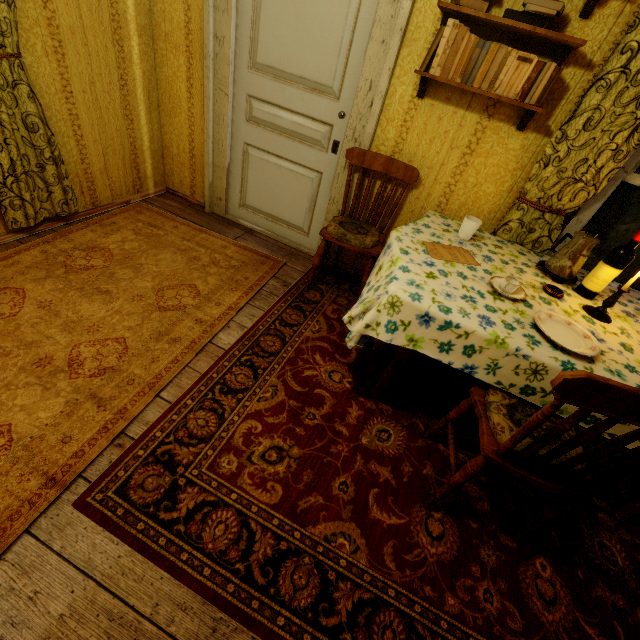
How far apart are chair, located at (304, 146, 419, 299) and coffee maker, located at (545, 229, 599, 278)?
1.0 meters

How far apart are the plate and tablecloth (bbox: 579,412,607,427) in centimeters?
4cm

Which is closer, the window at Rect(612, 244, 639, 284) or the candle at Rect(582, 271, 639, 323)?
the candle at Rect(582, 271, 639, 323)

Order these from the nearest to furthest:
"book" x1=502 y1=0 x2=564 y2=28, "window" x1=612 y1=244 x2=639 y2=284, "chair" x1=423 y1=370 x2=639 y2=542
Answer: "chair" x1=423 y1=370 x2=639 y2=542 < "book" x1=502 y1=0 x2=564 y2=28 < "window" x1=612 y1=244 x2=639 y2=284

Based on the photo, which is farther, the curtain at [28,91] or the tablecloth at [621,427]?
the curtain at [28,91]

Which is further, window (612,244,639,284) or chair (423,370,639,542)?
window (612,244,639,284)

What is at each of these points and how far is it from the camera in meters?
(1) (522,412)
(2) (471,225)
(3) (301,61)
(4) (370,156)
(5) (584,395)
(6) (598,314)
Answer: (1) cushion, 1.5 m
(2) cup, 2.0 m
(3) door, 2.4 m
(4) chair, 2.4 m
(5) chair, 1.0 m
(6) candle, 1.7 m

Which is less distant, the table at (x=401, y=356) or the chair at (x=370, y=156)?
the table at (x=401, y=356)
